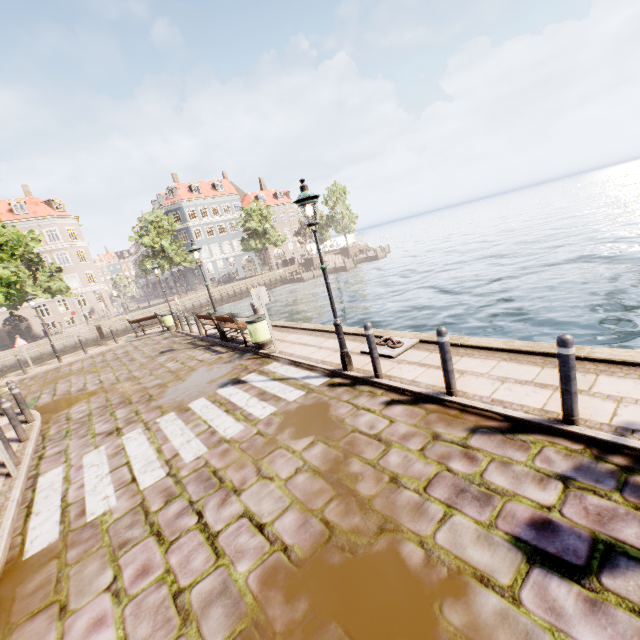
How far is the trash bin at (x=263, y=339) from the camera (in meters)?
9.62

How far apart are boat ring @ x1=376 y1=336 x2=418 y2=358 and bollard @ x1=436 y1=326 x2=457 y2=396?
1.9 meters

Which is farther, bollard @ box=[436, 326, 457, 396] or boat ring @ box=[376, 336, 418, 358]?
boat ring @ box=[376, 336, 418, 358]

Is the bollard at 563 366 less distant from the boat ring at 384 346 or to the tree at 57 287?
the boat ring at 384 346

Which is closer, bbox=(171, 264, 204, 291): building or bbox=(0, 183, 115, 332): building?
bbox=(0, 183, 115, 332): building

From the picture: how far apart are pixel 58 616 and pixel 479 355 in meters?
6.7 m

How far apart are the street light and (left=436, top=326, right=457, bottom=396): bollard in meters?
2.2 m

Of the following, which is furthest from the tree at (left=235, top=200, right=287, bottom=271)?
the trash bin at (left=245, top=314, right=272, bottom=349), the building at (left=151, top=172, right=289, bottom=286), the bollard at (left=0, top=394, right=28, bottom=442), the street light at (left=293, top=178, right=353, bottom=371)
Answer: the street light at (left=293, top=178, right=353, bottom=371)
